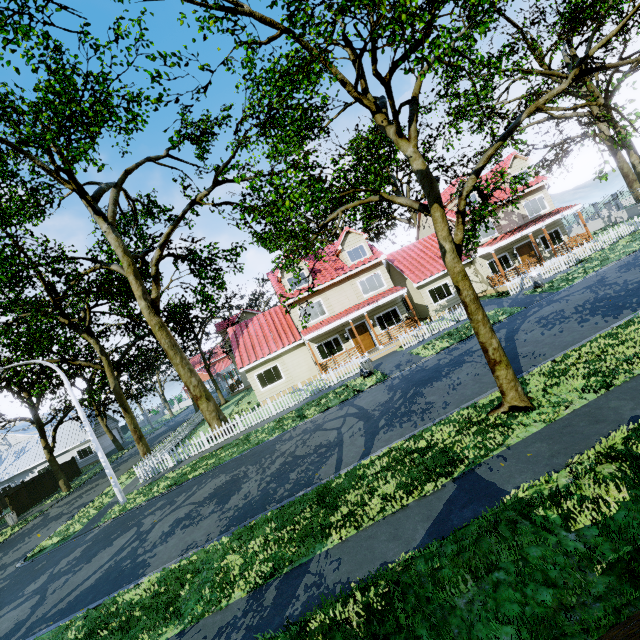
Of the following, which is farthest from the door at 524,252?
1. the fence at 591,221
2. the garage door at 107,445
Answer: the garage door at 107,445

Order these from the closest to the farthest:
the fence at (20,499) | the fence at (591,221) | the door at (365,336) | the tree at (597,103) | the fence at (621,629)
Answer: the fence at (621,629)
the tree at (597,103)
the fence at (591,221)
the door at (365,336)
the fence at (20,499)

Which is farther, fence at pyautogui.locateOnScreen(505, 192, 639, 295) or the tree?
fence at pyautogui.locateOnScreen(505, 192, 639, 295)

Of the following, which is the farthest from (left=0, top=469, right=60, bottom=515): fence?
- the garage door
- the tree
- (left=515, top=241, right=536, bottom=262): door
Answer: the garage door

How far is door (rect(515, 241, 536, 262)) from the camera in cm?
2570

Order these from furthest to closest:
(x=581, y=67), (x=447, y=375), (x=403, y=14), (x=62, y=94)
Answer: (x=62, y=94)
(x=447, y=375)
(x=581, y=67)
(x=403, y=14)

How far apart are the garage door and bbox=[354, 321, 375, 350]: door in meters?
37.1 m

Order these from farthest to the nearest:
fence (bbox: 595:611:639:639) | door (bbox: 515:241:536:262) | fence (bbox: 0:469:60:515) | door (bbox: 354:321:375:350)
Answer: fence (bbox: 0:469:60:515) → door (bbox: 515:241:536:262) → door (bbox: 354:321:375:350) → fence (bbox: 595:611:639:639)
